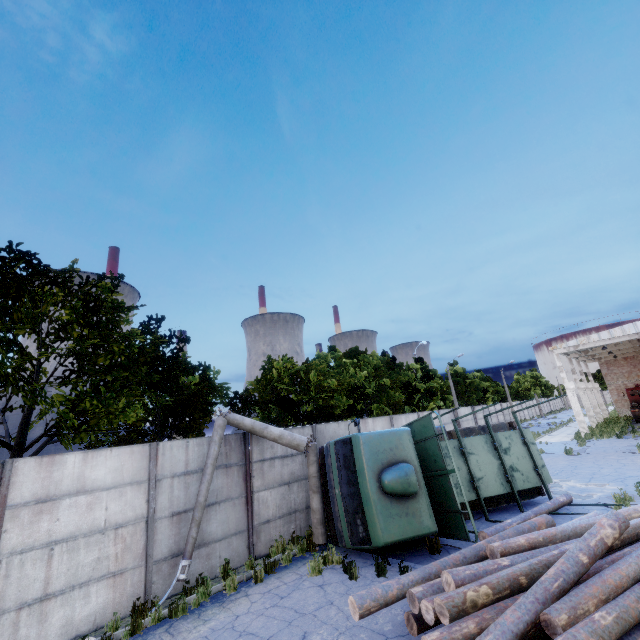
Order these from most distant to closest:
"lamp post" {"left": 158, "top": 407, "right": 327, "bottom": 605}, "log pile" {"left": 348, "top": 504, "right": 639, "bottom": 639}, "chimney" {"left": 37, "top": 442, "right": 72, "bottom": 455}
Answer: "chimney" {"left": 37, "top": 442, "right": 72, "bottom": 455}
"lamp post" {"left": 158, "top": 407, "right": 327, "bottom": 605}
"log pile" {"left": 348, "top": 504, "right": 639, "bottom": 639}

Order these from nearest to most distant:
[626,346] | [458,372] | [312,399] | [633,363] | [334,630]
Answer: [334,630] → [312,399] → [626,346] → [633,363] → [458,372]

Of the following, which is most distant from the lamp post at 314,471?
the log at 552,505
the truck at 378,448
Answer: the log at 552,505

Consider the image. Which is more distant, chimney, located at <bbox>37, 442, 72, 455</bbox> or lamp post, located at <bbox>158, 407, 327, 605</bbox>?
chimney, located at <bbox>37, 442, 72, 455</bbox>

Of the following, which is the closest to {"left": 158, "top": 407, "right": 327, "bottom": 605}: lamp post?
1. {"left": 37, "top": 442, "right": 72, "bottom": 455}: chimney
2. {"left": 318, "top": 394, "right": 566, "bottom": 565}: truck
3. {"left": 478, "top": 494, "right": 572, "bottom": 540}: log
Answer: {"left": 318, "top": 394, "right": 566, "bottom": 565}: truck

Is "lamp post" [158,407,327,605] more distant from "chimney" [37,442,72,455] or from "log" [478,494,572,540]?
"chimney" [37,442,72,455]

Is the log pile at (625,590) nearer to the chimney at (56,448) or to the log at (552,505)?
the log at (552,505)

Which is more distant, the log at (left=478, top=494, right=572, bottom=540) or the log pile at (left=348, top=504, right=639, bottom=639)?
the log at (left=478, top=494, right=572, bottom=540)
